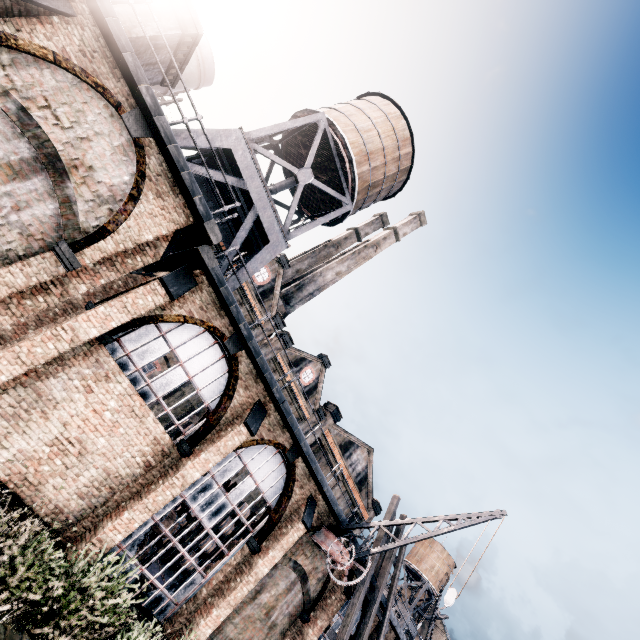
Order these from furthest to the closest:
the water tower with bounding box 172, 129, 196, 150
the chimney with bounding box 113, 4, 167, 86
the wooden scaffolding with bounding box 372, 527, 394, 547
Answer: the wooden scaffolding with bounding box 372, 527, 394, 547, the water tower with bounding box 172, 129, 196, 150, the chimney with bounding box 113, 4, 167, 86

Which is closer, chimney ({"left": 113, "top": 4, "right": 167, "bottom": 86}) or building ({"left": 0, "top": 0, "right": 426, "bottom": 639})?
building ({"left": 0, "top": 0, "right": 426, "bottom": 639})

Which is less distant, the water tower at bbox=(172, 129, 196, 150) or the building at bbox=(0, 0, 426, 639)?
the building at bbox=(0, 0, 426, 639)

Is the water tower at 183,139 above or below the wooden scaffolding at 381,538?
above

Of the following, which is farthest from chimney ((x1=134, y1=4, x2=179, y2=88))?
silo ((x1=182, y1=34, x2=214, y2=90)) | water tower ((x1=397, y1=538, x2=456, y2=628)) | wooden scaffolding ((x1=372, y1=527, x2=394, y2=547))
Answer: water tower ((x1=397, y1=538, x2=456, y2=628))

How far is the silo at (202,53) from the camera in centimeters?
3098cm

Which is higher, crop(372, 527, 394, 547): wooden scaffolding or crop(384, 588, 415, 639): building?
crop(372, 527, 394, 547): wooden scaffolding

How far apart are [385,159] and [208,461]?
19.38m
